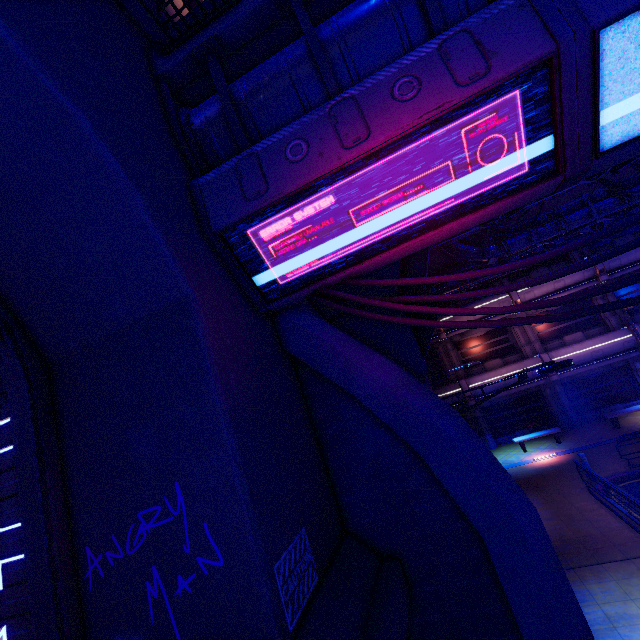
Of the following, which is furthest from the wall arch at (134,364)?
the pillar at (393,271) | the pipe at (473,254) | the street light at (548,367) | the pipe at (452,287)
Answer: the pipe at (452,287)

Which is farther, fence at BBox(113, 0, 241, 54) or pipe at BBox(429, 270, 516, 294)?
pipe at BBox(429, 270, 516, 294)

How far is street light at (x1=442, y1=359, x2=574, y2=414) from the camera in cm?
722

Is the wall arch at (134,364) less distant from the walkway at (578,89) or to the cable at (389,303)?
the walkway at (578,89)

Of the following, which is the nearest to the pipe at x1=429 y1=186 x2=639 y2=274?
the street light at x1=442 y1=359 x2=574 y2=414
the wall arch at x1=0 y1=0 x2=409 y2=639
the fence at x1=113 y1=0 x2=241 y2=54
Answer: the street light at x1=442 y1=359 x2=574 y2=414

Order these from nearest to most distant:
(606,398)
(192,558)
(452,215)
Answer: (192,558) → (452,215) → (606,398)

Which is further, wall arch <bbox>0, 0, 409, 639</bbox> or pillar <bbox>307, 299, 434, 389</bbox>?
pillar <bbox>307, 299, 434, 389</bbox>

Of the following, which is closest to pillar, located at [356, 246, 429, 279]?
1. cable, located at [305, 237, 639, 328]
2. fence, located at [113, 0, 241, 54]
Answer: cable, located at [305, 237, 639, 328]
